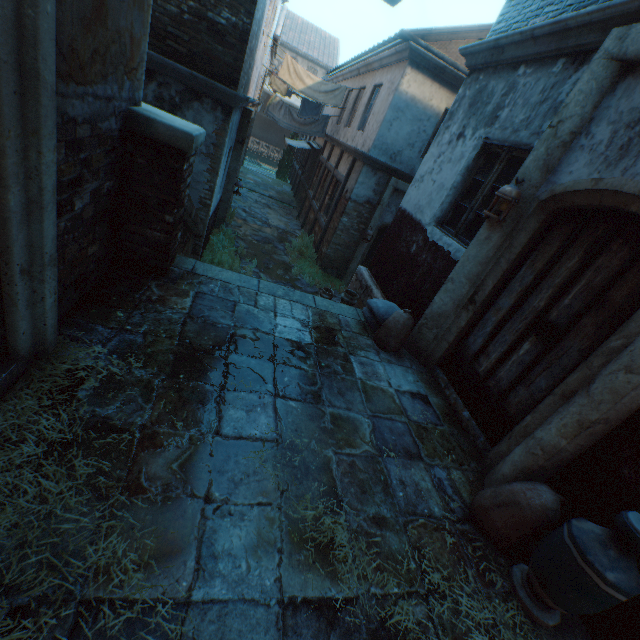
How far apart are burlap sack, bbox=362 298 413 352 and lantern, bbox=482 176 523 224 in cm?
138

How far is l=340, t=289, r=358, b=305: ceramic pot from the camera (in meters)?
6.50

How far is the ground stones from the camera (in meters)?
9.66

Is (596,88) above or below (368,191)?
above

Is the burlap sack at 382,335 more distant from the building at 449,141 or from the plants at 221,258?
the plants at 221,258

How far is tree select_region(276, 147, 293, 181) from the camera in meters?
24.3

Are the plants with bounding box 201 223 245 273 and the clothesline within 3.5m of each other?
no

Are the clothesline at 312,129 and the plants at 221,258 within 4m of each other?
no
